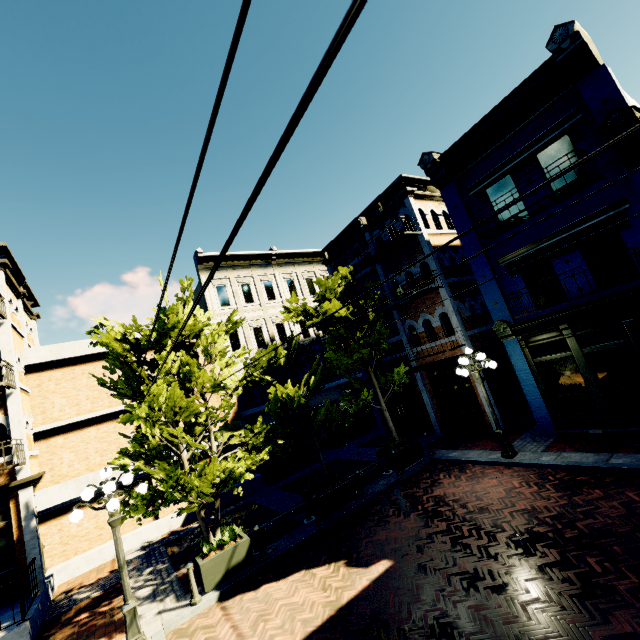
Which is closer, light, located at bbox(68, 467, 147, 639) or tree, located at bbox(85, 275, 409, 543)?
light, located at bbox(68, 467, 147, 639)

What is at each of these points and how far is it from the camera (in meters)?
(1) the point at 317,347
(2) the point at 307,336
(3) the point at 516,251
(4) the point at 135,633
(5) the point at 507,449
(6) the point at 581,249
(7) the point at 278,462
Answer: (1) building, 22.14
(2) building, 22.16
(3) building, 11.24
(4) light, 6.69
(5) light, 10.30
(6) building, 10.02
(7) building, 18.41

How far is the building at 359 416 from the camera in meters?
18.7

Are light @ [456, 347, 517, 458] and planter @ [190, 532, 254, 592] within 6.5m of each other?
no

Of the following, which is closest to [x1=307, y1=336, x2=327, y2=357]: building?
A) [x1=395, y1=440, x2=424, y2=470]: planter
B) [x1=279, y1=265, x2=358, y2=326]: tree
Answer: [x1=279, y1=265, x2=358, y2=326]: tree

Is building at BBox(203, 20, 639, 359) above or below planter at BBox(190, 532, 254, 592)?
above

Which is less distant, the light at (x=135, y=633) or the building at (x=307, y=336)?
the light at (x=135, y=633)

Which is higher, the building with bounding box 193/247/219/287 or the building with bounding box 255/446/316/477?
the building with bounding box 193/247/219/287
